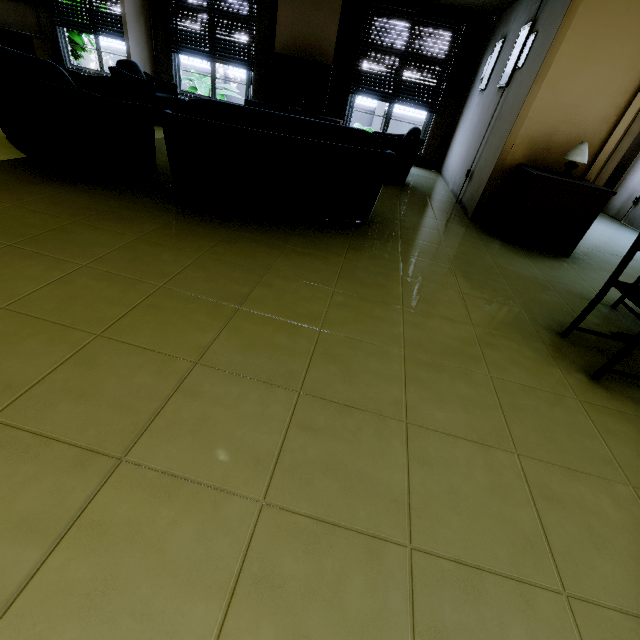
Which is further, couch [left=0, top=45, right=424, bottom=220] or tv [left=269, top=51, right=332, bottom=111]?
tv [left=269, top=51, right=332, bottom=111]

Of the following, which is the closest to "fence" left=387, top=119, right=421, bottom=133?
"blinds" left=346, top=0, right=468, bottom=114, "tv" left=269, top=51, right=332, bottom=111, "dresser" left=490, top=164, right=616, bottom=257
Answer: "blinds" left=346, top=0, right=468, bottom=114

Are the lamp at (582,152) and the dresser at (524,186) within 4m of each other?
yes

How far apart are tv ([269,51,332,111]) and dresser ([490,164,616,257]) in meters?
4.8 m

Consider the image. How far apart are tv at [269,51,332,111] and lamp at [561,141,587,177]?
5.2m

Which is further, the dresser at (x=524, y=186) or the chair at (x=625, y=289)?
the dresser at (x=524, y=186)

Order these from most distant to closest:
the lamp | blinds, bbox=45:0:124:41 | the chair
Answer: blinds, bbox=45:0:124:41 < the lamp < the chair

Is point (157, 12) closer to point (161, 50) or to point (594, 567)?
point (161, 50)
